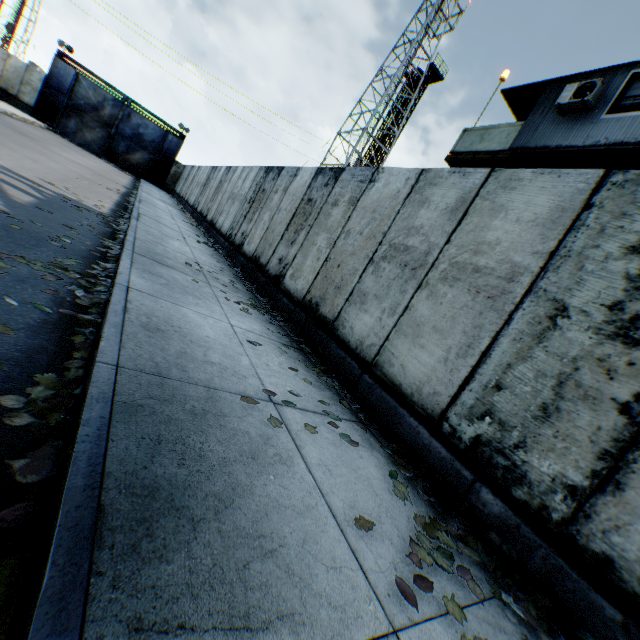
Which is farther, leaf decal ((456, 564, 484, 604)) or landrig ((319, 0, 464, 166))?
landrig ((319, 0, 464, 166))

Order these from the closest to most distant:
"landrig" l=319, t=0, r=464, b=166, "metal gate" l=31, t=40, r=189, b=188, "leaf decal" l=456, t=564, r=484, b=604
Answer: "leaf decal" l=456, t=564, r=484, b=604 < "metal gate" l=31, t=40, r=189, b=188 < "landrig" l=319, t=0, r=464, b=166

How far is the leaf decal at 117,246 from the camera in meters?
5.3 m

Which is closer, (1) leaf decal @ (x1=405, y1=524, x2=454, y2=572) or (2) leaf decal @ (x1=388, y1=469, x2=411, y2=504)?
(1) leaf decal @ (x1=405, y1=524, x2=454, y2=572)

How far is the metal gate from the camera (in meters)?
28.11

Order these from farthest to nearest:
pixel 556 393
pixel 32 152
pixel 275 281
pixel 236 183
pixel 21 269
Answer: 1. pixel 236 183
2. pixel 32 152
3. pixel 275 281
4. pixel 21 269
5. pixel 556 393

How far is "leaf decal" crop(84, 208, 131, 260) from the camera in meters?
5.3 m

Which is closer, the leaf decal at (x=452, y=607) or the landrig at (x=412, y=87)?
the leaf decal at (x=452, y=607)
